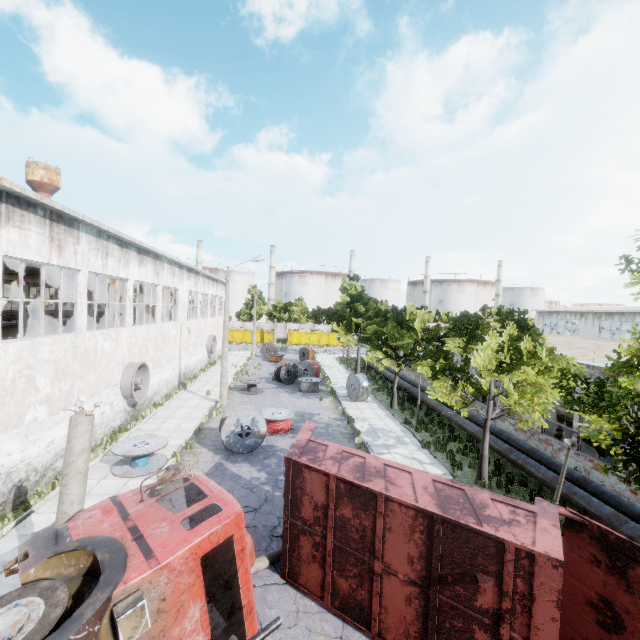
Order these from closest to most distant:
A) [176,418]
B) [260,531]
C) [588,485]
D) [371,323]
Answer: [260,531] < [588,485] < [176,418] < [371,323]

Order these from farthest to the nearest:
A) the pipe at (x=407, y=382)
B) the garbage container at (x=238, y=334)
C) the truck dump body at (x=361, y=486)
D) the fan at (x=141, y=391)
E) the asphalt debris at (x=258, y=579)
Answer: the garbage container at (x=238, y=334), the pipe at (x=407, y=382), the fan at (x=141, y=391), the asphalt debris at (x=258, y=579), the truck dump body at (x=361, y=486)

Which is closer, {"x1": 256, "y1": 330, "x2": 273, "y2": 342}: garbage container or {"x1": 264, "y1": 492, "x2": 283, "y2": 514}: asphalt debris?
{"x1": 264, "y1": 492, "x2": 283, "y2": 514}: asphalt debris

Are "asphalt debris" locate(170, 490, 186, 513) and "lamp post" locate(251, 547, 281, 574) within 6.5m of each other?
yes

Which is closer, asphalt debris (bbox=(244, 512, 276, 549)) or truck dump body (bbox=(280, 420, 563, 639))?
truck dump body (bbox=(280, 420, 563, 639))

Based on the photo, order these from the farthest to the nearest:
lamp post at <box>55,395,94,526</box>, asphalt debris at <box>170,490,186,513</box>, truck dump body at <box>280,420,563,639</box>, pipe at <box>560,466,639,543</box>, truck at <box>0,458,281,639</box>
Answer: asphalt debris at <box>170,490,186,513</box> < pipe at <box>560,466,639,543</box> < lamp post at <box>55,395,94,526</box> < truck dump body at <box>280,420,563,639</box> < truck at <box>0,458,281,639</box>

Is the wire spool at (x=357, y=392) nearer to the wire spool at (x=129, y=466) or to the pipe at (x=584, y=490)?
the pipe at (x=584, y=490)

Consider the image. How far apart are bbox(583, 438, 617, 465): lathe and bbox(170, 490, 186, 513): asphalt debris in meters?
16.3 m
